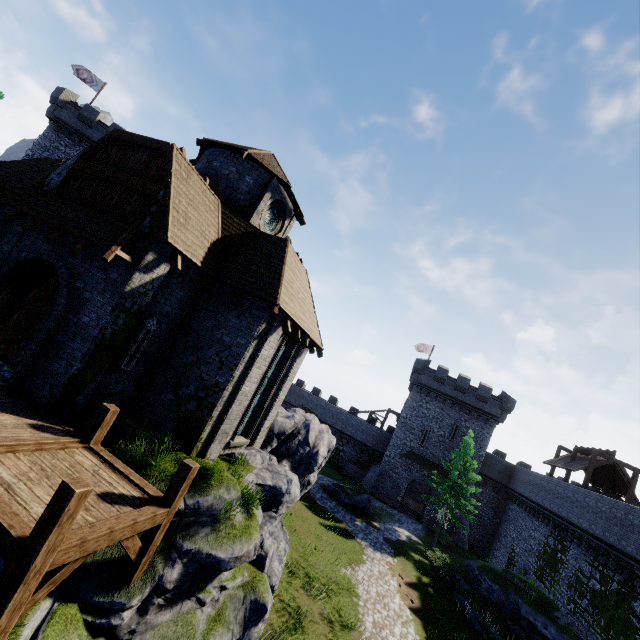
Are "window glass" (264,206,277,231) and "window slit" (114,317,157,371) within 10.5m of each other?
yes

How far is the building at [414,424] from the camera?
36.9 meters

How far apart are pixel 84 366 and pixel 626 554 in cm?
2770

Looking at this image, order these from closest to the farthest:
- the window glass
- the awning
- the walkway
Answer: the walkway
the awning
the window glass

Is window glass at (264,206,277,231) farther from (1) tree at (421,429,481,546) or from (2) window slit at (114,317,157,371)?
(1) tree at (421,429,481,546)

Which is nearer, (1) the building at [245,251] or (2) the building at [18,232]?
(1) the building at [245,251]

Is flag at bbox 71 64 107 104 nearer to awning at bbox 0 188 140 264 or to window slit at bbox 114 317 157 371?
awning at bbox 0 188 140 264

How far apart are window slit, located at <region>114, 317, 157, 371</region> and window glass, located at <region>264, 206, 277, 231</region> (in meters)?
7.44
